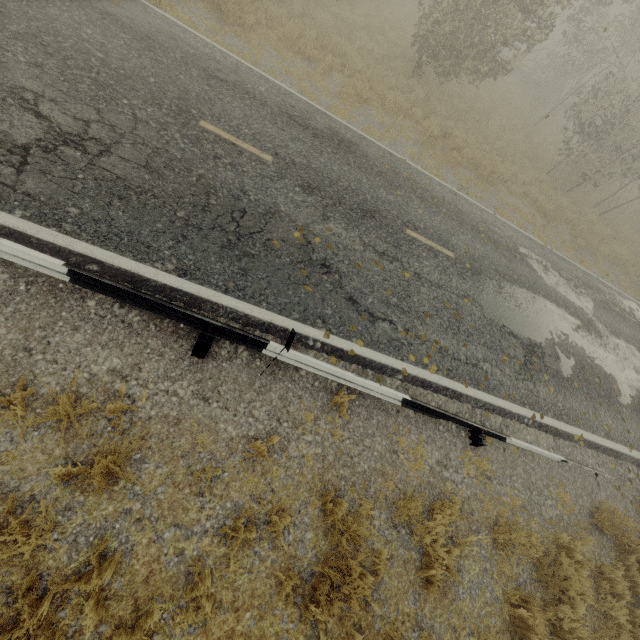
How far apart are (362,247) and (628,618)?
7.5 meters

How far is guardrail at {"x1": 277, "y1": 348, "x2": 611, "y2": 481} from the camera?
4.68m

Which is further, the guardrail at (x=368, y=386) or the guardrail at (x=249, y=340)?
the guardrail at (x=368, y=386)

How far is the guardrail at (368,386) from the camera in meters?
4.7

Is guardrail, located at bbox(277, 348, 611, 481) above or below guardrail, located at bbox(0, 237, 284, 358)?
below

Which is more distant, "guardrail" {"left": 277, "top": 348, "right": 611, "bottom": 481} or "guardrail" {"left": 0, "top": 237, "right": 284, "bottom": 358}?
"guardrail" {"left": 277, "top": 348, "right": 611, "bottom": 481}
